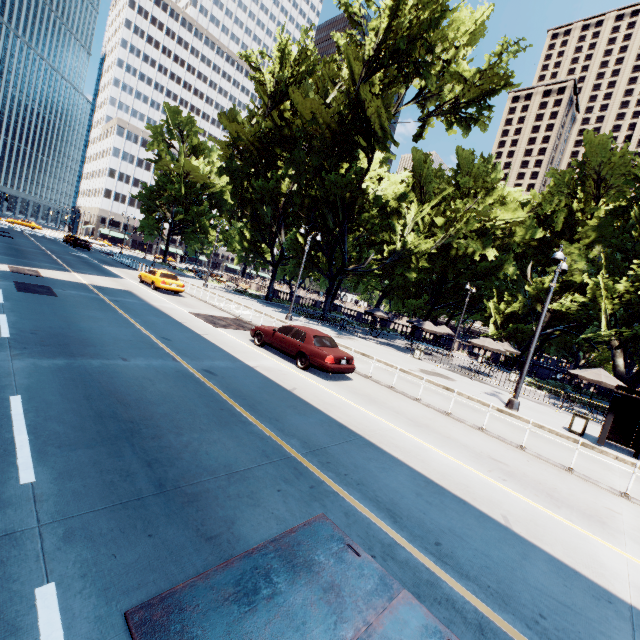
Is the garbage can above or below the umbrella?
below

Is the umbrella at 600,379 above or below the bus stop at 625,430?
above

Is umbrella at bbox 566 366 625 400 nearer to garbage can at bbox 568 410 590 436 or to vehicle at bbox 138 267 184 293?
garbage can at bbox 568 410 590 436

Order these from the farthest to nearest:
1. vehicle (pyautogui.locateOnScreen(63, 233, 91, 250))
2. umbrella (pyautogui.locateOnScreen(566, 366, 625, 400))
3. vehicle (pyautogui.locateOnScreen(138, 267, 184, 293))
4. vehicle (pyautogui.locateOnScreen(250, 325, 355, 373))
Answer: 1. vehicle (pyautogui.locateOnScreen(63, 233, 91, 250))
2. vehicle (pyautogui.locateOnScreen(138, 267, 184, 293))
3. umbrella (pyautogui.locateOnScreen(566, 366, 625, 400))
4. vehicle (pyautogui.locateOnScreen(250, 325, 355, 373))

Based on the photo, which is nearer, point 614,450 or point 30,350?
point 30,350

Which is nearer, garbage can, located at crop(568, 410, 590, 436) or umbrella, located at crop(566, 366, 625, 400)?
garbage can, located at crop(568, 410, 590, 436)

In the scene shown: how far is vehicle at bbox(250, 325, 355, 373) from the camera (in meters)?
11.81

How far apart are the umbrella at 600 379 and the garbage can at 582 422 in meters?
5.9 m
